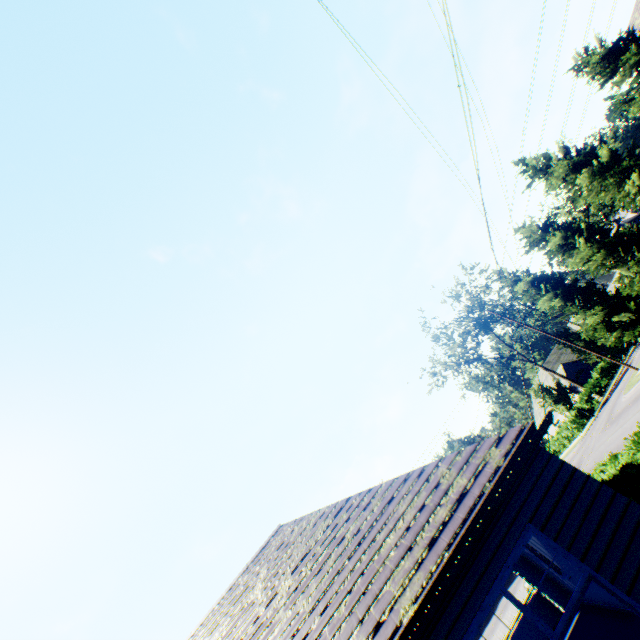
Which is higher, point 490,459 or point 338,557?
point 338,557

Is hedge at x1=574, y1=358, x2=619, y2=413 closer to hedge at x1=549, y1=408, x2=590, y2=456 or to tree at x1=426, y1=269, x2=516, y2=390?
tree at x1=426, y1=269, x2=516, y2=390

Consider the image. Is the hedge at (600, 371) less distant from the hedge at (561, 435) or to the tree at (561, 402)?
the tree at (561, 402)

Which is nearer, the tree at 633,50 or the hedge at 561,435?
the tree at 633,50

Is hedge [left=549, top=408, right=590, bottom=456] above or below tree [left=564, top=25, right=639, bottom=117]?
below

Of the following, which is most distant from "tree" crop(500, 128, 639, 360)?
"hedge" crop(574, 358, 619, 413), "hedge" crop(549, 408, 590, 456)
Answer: "hedge" crop(549, 408, 590, 456)

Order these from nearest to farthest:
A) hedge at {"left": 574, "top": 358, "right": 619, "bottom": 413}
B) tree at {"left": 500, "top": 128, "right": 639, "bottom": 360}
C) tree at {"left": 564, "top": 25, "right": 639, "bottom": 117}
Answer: tree at {"left": 564, "top": 25, "right": 639, "bottom": 117}
tree at {"left": 500, "top": 128, "right": 639, "bottom": 360}
hedge at {"left": 574, "top": 358, "right": 619, "bottom": 413}

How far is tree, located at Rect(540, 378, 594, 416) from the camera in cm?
3441
